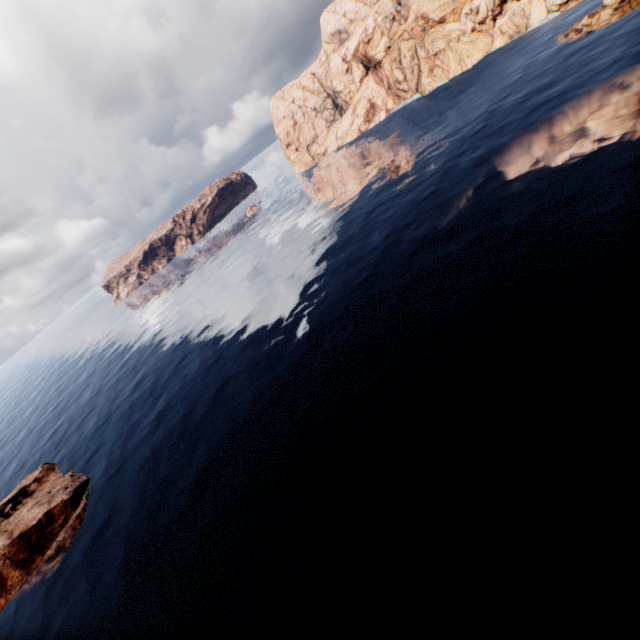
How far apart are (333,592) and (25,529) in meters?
45.0
